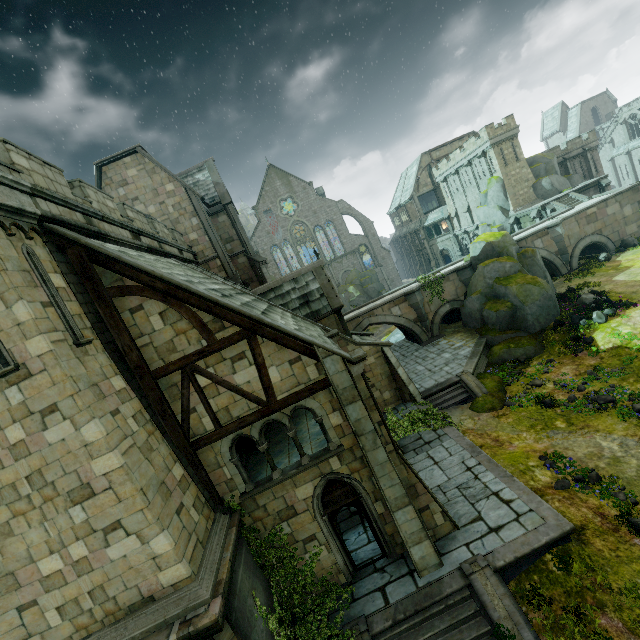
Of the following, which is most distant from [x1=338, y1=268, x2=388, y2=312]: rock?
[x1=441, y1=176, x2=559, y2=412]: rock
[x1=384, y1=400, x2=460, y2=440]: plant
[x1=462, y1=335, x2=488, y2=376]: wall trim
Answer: [x1=384, y1=400, x2=460, y2=440]: plant

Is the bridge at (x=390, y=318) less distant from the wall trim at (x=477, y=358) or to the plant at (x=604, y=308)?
the wall trim at (x=477, y=358)

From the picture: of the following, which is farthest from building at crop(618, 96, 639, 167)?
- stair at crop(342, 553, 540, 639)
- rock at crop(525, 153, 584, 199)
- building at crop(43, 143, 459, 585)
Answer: stair at crop(342, 553, 540, 639)

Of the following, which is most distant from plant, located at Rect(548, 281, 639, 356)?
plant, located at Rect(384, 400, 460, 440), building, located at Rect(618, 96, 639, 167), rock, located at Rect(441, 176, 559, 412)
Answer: building, located at Rect(618, 96, 639, 167)

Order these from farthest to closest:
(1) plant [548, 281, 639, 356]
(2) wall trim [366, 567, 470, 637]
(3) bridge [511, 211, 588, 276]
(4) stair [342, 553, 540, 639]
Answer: (3) bridge [511, 211, 588, 276], (1) plant [548, 281, 639, 356], (2) wall trim [366, 567, 470, 637], (4) stair [342, 553, 540, 639]

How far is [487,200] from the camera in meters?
41.1 m

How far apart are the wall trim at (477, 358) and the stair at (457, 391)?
0.0 meters

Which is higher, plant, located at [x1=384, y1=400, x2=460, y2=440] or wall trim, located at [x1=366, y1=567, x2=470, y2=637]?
plant, located at [x1=384, y1=400, x2=460, y2=440]
